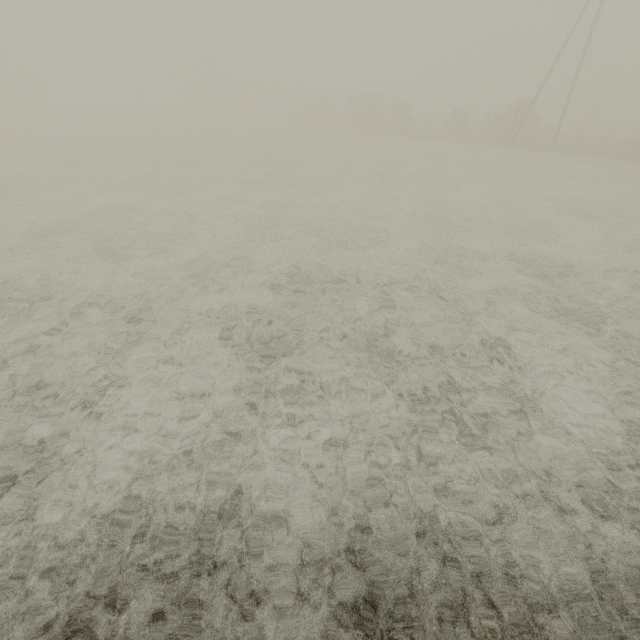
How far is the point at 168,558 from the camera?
2.48m

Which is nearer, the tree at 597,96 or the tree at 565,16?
the tree at 597,96

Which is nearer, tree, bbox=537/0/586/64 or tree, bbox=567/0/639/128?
tree, bbox=567/0/639/128
